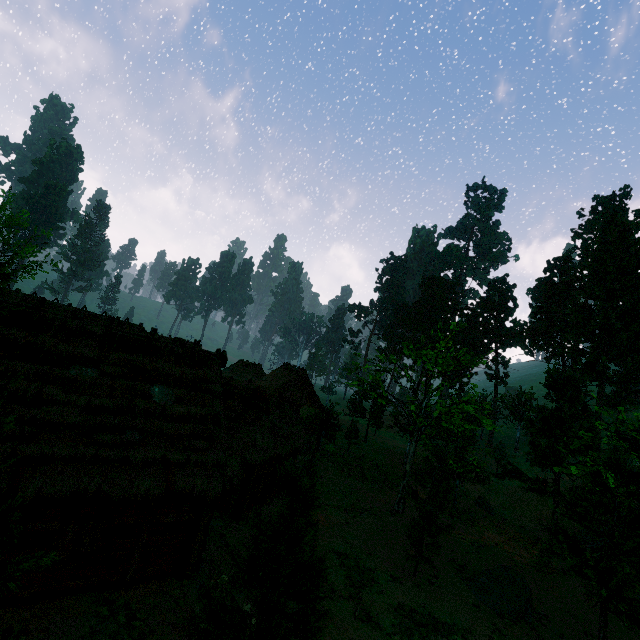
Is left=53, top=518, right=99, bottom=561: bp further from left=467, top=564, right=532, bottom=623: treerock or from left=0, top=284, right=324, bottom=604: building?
left=467, top=564, right=532, bottom=623: treerock

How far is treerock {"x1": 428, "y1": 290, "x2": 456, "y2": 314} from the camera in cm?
5819

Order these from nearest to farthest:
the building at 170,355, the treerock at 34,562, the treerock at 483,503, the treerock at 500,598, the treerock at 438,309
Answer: the treerock at 34,562, the building at 170,355, the treerock at 500,598, the treerock at 483,503, the treerock at 438,309

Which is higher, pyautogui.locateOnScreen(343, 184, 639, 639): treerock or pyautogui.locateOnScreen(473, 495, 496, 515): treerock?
pyautogui.locateOnScreen(343, 184, 639, 639): treerock

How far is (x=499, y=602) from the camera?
15.6m

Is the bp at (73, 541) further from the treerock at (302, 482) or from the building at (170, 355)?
the treerock at (302, 482)

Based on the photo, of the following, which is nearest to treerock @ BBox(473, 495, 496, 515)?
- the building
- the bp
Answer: the building

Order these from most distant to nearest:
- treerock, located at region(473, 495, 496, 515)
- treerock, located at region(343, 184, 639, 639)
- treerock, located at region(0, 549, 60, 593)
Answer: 1. treerock, located at region(473, 495, 496, 515)
2. treerock, located at region(343, 184, 639, 639)
3. treerock, located at region(0, 549, 60, 593)
